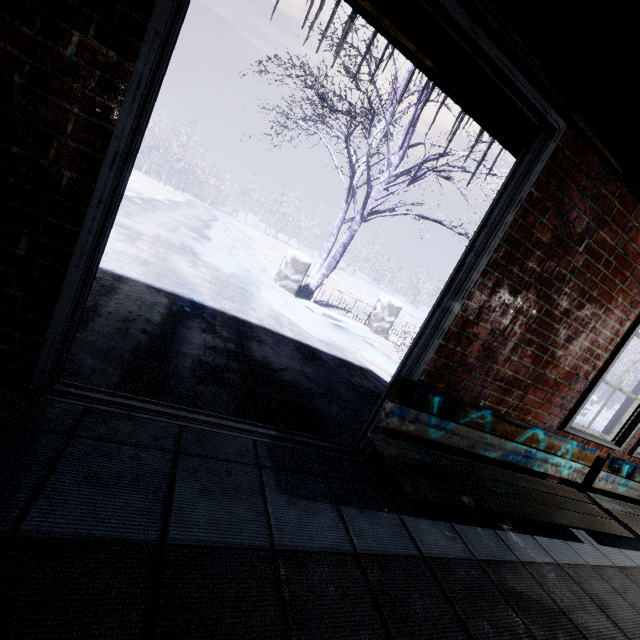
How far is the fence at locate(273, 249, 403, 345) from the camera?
5.96m

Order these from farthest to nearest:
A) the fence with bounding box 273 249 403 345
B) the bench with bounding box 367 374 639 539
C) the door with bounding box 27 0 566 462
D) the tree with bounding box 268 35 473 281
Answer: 1. the fence with bounding box 273 249 403 345
2. the tree with bounding box 268 35 473 281
3. the bench with bounding box 367 374 639 539
4. the door with bounding box 27 0 566 462

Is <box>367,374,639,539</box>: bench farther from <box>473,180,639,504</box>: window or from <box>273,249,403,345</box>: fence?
<box>273,249,403,345</box>: fence

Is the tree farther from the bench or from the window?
the bench

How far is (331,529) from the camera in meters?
1.3

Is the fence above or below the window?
below

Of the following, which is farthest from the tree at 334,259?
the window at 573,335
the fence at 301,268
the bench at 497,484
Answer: the bench at 497,484
